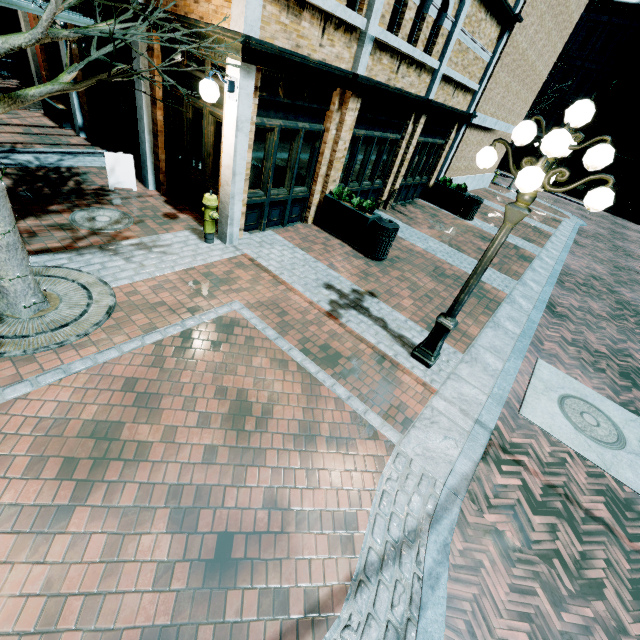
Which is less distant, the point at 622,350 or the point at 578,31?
the point at 622,350

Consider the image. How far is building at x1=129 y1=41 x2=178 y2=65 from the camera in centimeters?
617cm

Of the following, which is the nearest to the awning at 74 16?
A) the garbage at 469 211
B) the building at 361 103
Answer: the building at 361 103

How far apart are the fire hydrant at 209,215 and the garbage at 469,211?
10.6 meters

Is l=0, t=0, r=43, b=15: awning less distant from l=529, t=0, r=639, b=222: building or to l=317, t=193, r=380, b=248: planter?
l=317, t=193, r=380, b=248: planter

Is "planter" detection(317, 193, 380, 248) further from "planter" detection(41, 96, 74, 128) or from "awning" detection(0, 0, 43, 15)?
"planter" detection(41, 96, 74, 128)

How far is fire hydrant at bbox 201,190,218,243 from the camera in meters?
6.0 m

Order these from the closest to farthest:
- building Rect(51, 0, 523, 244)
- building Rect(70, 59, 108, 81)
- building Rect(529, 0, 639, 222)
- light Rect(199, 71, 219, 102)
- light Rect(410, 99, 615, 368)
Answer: light Rect(410, 99, 615, 368) < light Rect(199, 71, 219, 102) < building Rect(51, 0, 523, 244) < building Rect(70, 59, 108, 81) < building Rect(529, 0, 639, 222)
